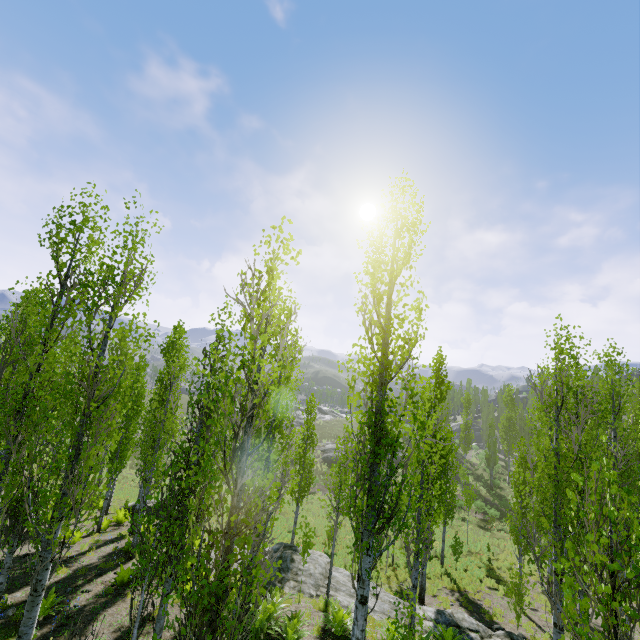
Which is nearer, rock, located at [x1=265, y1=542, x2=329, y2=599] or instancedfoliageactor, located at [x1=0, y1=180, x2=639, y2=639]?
instancedfoliageactor, located at [x1=0, y1=180, x2=639, y2=639]

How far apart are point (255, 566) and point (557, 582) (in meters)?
9.09

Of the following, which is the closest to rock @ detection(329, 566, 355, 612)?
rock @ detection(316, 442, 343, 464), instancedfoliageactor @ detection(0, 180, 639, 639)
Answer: instancedfoliageactor @ detection(0, 180, 639, 639)

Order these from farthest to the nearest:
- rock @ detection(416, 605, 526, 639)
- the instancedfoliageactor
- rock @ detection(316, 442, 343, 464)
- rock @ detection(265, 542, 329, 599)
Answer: rock @ detection(316, 442, 343, 464)
rock @ detection(265, 542, 329, 599)
rock @ detection(416, 605, 526, 639)
the instancedfoliageactor

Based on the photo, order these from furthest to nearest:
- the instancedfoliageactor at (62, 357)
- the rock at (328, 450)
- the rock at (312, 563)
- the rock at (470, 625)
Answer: the rock at (328, 450) < the rock at (312, 563) < the rock at (470, 625) < the instancedfoliageactor at (62, 357)

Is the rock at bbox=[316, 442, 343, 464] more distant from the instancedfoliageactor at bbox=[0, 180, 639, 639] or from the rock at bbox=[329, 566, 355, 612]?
the rock at bbox=[329, 566, 355, 612]

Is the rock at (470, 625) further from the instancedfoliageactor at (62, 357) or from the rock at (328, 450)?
the rock at (328, 450)
